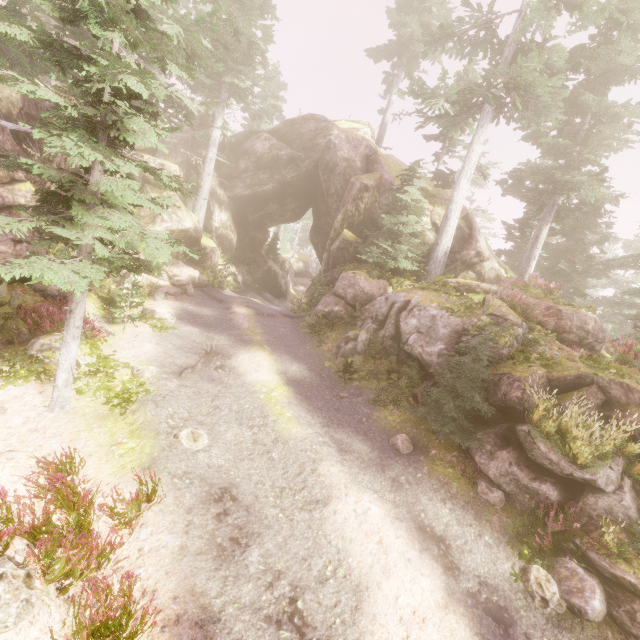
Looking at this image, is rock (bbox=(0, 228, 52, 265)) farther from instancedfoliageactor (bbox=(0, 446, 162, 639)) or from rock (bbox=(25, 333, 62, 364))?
rock (bbox=(25, 333, 62, 364))

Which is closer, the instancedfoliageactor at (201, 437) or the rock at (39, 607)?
the rock at (39, 607)

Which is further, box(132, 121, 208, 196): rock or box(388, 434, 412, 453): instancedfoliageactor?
box(132, 121, 208, 196): rock

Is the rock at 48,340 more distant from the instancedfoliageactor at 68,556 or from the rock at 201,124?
the rock at 201,124

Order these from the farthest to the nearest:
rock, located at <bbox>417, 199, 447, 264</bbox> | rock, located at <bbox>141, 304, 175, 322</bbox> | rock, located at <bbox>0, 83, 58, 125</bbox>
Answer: rock, located at <bbox>417, 199, 447, 264</bbox> < rock, located at <bbox>0, 83, 58, 125</bbox> < rock, located at <bbox>141, 304, 175, 322</bbox>

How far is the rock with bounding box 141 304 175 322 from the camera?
13.2m

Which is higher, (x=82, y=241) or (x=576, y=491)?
(x=82, y=241)
